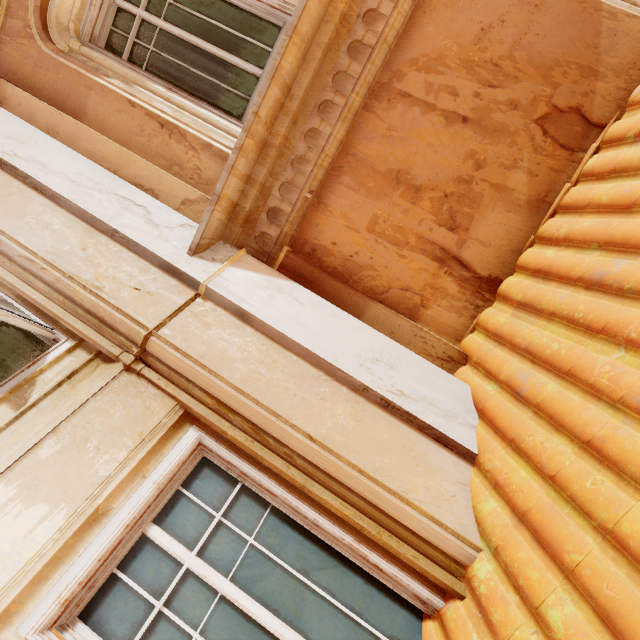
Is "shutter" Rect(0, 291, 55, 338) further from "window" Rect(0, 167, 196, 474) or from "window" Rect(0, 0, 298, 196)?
"window" Rect(0, 0, 298, 196)

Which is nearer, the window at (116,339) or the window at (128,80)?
the window at (116,339)

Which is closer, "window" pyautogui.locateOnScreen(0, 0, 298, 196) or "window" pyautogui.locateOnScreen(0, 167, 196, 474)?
"window" pyautogui.locateOnScreen(0, 167, 196, 474)

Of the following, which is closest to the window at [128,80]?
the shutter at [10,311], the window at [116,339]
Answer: the window at [116,339]

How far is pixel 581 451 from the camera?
1.7m

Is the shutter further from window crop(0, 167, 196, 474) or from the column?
the column

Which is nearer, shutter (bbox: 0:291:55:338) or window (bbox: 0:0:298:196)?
shutter (bbox: 0:291:55:338)

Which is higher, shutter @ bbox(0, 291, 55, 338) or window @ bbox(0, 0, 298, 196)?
window @ bbox(0, 0, 298, 196)
